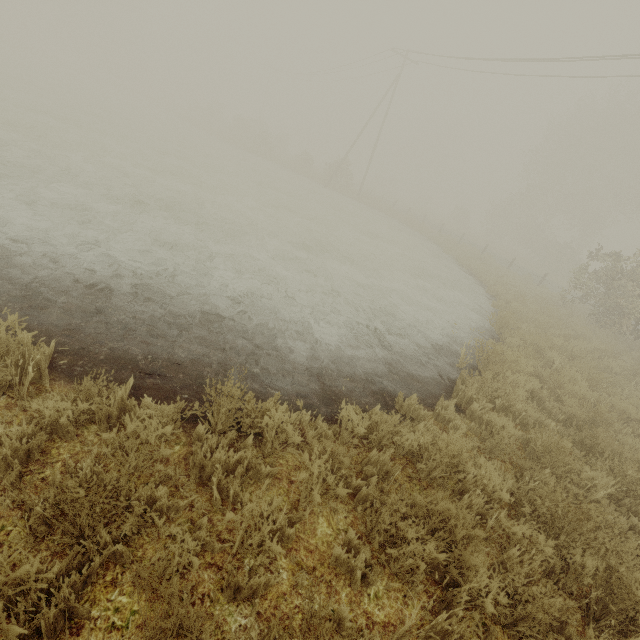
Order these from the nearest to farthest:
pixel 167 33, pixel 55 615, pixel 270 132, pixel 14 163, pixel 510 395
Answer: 1. pixel 55 615
2. pixel 510 395
3. pixel 14 163
4. pixel 270 132
5. pixel 167 33
